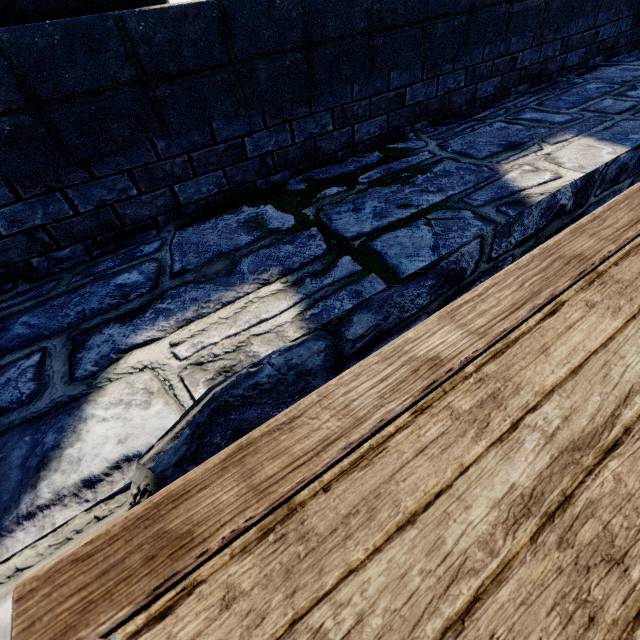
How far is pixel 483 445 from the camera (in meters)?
0.91
